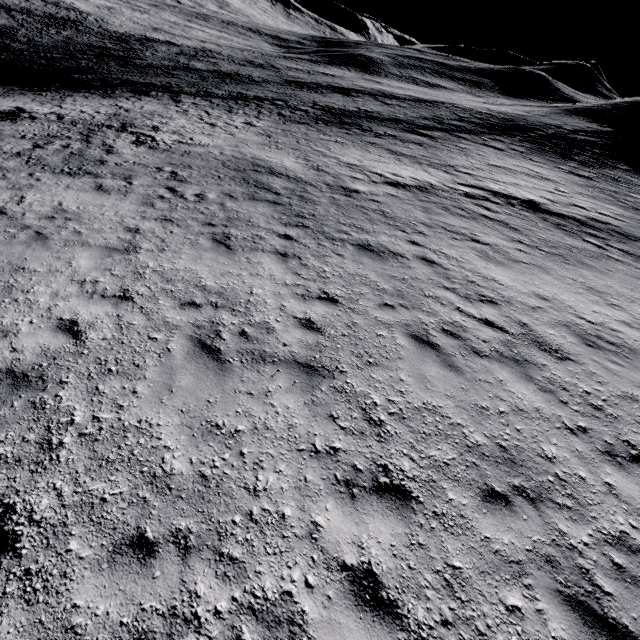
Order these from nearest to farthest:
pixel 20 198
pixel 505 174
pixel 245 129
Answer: pixel 20 198 < pixel 505 174 < pixel 245 129
